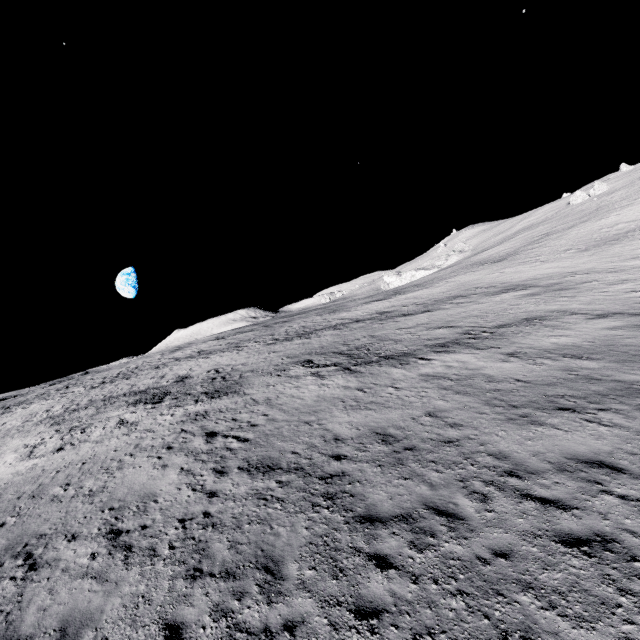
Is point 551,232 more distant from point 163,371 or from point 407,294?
point 163,371
